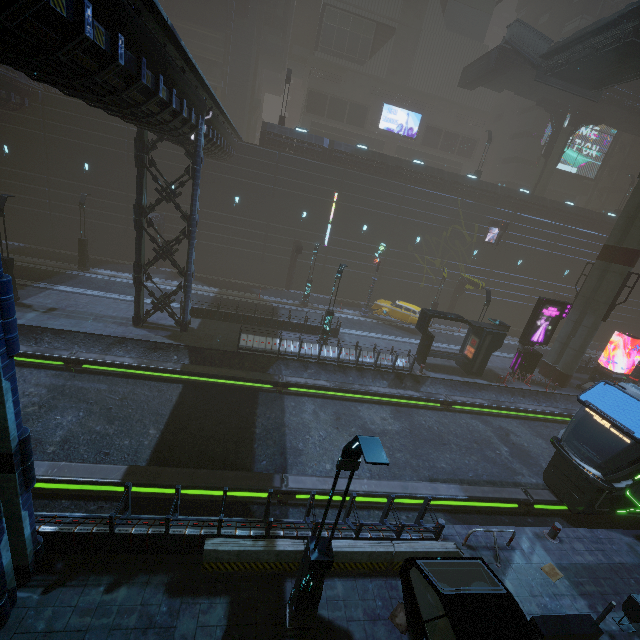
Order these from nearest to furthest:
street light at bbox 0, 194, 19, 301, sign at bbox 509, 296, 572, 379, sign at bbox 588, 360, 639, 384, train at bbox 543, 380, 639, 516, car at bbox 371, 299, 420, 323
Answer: train at bbox 543, 380, 639, 516 → street light at bbox 0, 194, 19, 301 → sign at bbox 509, 296, 572, 379 → sign at bbox 588, 360, 639, 384 → car at bbox 371, 299, 420, 323

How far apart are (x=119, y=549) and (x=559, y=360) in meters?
28.0

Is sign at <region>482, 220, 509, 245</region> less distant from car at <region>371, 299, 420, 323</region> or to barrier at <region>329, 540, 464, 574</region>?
car at <region>371, 299, 420, 323</region>

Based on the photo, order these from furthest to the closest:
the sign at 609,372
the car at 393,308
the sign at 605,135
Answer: the sign at 605,135, the car at 393,308, the sign at 609,372

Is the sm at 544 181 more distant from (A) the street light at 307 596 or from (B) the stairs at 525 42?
(A) the street light at 307 596

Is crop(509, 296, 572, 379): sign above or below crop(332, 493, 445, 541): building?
above

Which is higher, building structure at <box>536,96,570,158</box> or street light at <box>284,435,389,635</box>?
building structure at <box>536,96,570,158</box>

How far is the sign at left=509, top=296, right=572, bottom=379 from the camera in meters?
21.4
